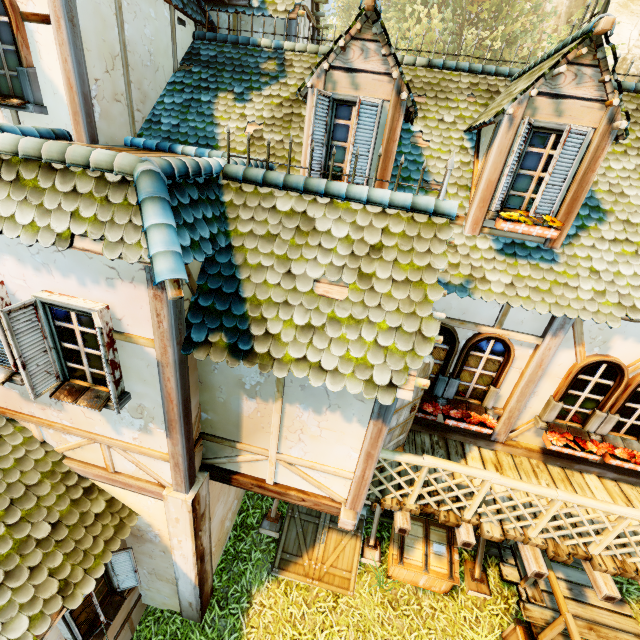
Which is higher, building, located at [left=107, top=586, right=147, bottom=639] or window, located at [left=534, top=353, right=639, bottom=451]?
window, located at [left=534, top=353, right=639, bottom=451]

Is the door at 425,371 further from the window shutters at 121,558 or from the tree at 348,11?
the tree at 348,11

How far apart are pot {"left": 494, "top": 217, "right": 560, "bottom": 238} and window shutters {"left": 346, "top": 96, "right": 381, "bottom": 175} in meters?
2.0 m

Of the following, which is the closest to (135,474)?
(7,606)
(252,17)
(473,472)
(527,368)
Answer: (7,606)

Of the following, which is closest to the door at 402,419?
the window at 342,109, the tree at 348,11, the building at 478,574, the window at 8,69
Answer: the building at 478,574

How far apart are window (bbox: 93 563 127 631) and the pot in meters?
7.7

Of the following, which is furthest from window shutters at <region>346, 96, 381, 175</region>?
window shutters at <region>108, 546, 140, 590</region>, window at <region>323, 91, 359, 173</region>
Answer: window shutters at <region>108, 546, 140, 590</region>

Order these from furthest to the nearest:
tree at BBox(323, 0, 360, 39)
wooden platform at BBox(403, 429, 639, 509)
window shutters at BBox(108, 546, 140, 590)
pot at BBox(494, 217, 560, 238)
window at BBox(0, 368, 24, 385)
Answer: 1. tree at BBox(323, 0, 360, 39)
2. wooden platform at BBox(403, 429, 639, 509)
3. window shutters at BBox(108, 546, 140, 590)
4. pot at BBox(494, 217, 560, 238)
5. window at BBox(0, 368, 24, 385)
